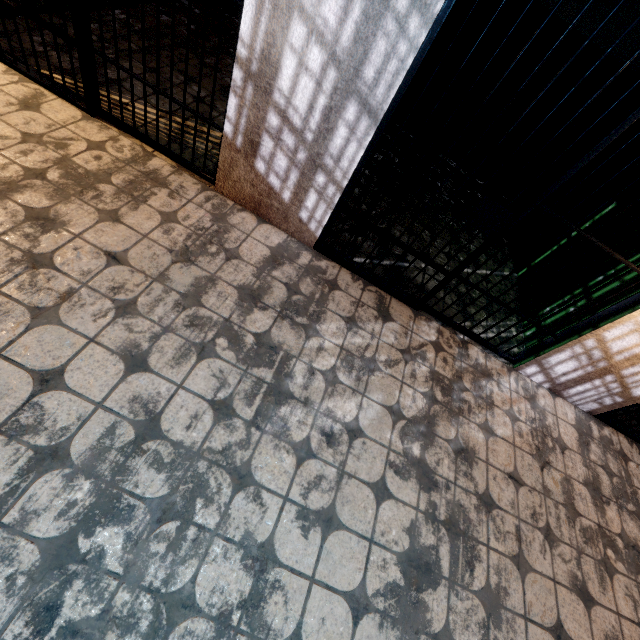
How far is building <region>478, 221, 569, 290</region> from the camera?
3.5 meters

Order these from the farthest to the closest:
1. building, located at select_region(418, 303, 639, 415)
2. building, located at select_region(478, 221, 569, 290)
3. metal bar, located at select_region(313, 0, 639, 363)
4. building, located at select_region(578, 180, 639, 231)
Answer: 1. building, located at select_region(478, 221, 569, 290)
2. building, located at select_region(578, 180, 639, 231)
3. building, located at select_region(418, 303, 639, 415)
4. metal bar, located at select_region(313, 0, 639, 363)

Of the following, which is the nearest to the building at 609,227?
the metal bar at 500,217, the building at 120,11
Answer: the metal bar at 500,217

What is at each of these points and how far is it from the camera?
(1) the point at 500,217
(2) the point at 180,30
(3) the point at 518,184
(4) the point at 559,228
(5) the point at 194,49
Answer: (1) metal bar, 2.0m
(2) building, 3.8m
(3) building, 5.0m
(4) building, 3.6m
(5) building, 3.7m

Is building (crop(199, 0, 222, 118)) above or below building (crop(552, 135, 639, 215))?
below

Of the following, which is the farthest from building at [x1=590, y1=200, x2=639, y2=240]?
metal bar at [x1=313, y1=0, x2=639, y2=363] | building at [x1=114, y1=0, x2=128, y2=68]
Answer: building at [x1=114, y1=0, x2=128, y2=68]

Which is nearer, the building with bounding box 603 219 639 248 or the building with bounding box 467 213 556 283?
the building with bounding box 603 219 639 248

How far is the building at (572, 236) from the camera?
3.3 meters
